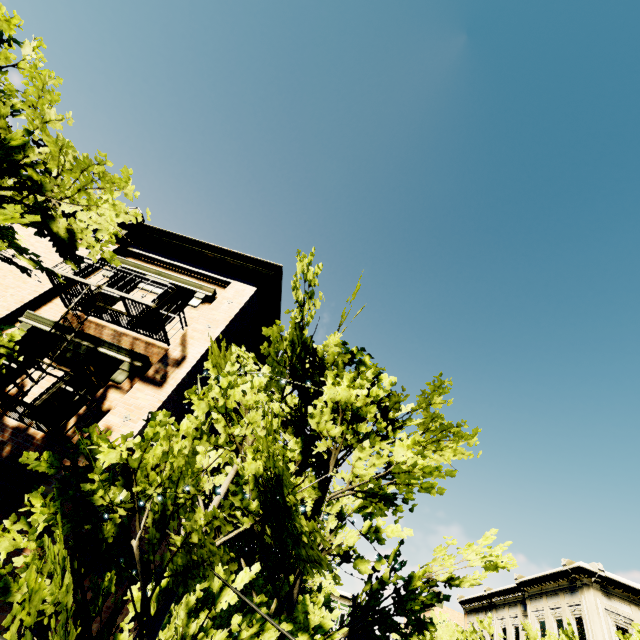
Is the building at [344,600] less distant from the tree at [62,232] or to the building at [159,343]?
the tree at [62,232]

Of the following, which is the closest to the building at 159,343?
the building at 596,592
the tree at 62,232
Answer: the tree at 62,232

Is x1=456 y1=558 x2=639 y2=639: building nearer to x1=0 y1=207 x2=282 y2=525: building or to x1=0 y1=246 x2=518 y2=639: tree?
x1=0 y1=246 x2=518 y2=639: tree

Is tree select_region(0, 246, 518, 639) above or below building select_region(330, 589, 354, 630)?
below

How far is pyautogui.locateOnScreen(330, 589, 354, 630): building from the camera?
41.8 meters

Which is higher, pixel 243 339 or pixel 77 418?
pixel 243 339

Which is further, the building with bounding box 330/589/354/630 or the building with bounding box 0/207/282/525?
the building with bounding box 330/589/354/630

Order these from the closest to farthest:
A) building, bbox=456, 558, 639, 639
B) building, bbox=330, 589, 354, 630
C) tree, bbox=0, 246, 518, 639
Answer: tree, bbox=0, 246, 518, 639, building, bbox=456, 558, 639, 639, building, bbox=330, 589, 354, 630
